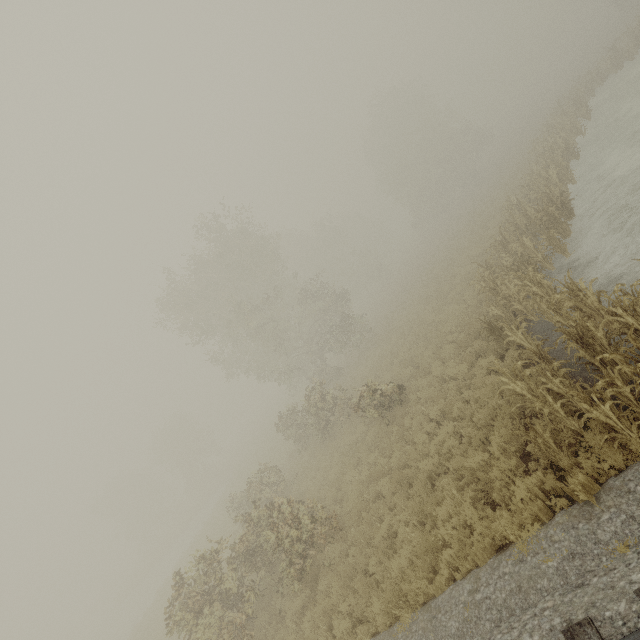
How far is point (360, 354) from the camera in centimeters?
2823cm

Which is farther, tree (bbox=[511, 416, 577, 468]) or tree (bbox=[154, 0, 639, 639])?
tree (bbox=[154, 0, 639, 639])

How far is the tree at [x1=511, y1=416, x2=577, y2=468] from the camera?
6.1m

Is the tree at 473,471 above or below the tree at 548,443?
below

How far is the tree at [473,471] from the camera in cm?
725

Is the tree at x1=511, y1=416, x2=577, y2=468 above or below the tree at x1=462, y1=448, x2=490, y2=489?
above
